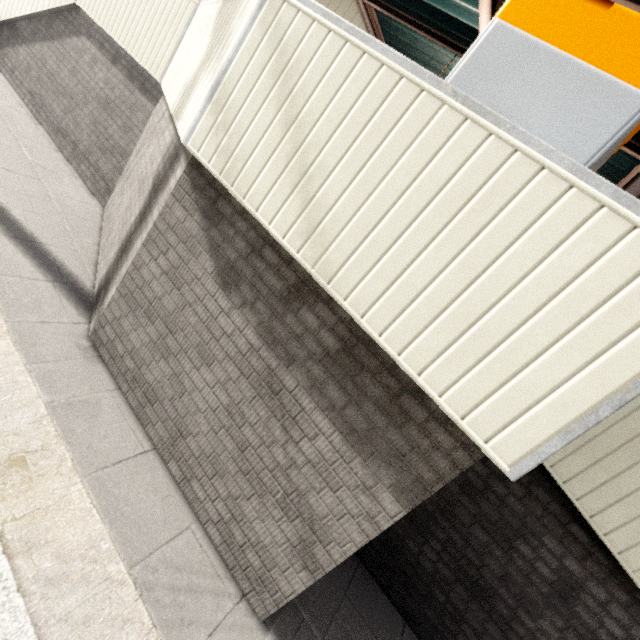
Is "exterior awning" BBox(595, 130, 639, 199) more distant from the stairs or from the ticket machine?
the stairs

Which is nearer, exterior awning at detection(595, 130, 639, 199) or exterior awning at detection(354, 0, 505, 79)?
exterior awning at detection(595, 130, 639, 199)

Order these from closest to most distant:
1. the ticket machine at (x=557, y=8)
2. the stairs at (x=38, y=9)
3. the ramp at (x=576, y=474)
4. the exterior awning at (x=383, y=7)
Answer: the ticket machine at (x=557, y=8) < the ramp at (x=576, y=474) < the exterior awning at (x=383, y=7) < the stairs at (x=38, y=9)

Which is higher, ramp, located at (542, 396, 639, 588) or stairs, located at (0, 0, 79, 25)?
ramp, located at (542, 396, 639, 588)

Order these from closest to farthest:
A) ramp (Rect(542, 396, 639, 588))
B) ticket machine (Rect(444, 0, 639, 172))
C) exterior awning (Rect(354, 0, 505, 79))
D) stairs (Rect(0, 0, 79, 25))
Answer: ticket machine (Rect(444, 0, 639, 172)), ramp (Rect(542, 396, 639, 588)), exterior awning (Rect(354, 0, 505, 79)), stairs (Rect(0, 0, 79, 25))

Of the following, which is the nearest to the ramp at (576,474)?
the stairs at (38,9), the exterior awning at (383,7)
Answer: the exterior awning at (383,7)

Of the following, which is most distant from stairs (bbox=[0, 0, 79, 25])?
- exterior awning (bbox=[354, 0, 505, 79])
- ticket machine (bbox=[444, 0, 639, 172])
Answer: ticket machine (bbox=[444, 0, 639, 172])

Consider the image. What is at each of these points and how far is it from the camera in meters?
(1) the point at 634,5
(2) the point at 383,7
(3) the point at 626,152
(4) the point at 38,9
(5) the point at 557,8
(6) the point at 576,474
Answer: (1) exterior awning, 2.6
(2) exterior awning, 5.1
(3) exterior awning, 3.9
(4) stairs, 6.1
(5) ticket machine, 1.6
(6) ramp, 2.6
